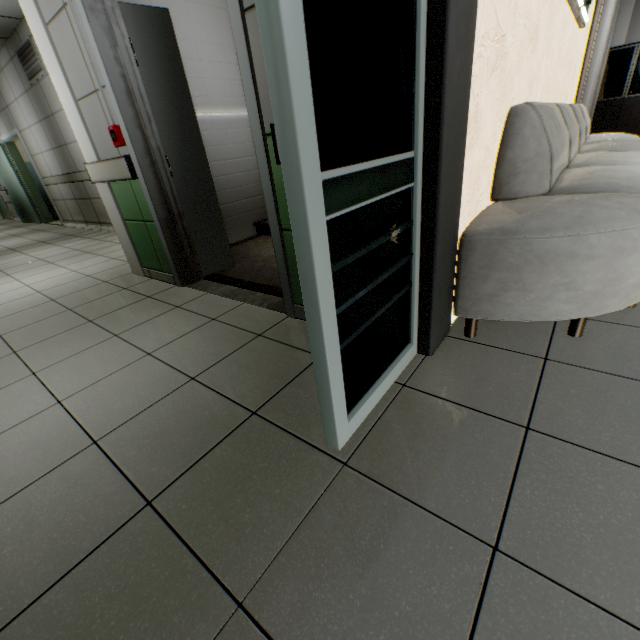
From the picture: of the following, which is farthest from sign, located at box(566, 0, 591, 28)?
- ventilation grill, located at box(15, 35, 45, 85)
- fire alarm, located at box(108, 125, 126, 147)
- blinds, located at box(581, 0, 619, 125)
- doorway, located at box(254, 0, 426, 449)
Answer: ventilation grill, located at box(15, 35, 45, 85)

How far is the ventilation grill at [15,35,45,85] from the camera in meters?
5.2 m

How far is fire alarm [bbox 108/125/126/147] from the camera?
2.5m

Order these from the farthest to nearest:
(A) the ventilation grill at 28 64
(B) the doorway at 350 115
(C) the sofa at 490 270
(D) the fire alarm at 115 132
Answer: (A) the ventilation grill at 28 64, (D) the fire alarm at 115 132, (C) the sofa at 490 270, (B) the doorway at 350 115

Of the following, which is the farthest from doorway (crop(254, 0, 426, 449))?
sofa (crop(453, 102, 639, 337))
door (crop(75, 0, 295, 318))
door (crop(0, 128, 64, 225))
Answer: door (crop(0, 128, 64, 225))

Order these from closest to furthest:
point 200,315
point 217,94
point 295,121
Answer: point 295,121 < point 200,315 < point 217,94

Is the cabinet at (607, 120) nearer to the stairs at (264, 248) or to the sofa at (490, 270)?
the sofa at (490, 270)

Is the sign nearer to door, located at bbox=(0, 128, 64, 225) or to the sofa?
the sofa
